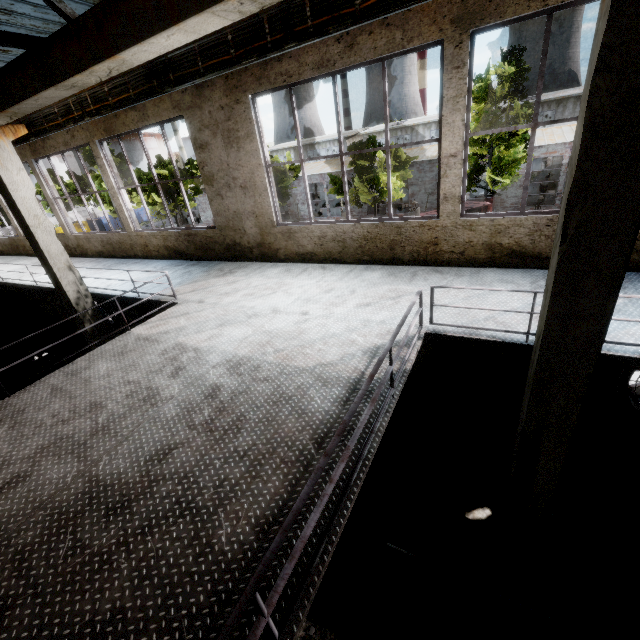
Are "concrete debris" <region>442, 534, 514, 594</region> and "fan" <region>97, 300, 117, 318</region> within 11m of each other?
no

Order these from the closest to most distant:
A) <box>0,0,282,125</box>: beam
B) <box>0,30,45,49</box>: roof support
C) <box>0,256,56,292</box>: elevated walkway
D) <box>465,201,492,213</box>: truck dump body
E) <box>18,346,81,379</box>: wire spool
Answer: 1. <box>0,0,282,125</box>: beam
2. <box>0,30,45,49</box>: roof support
3. <box>0,256,56,292</box>: elevated walkway
4. <box>18,346,81,379</box>: wire spool
5. <box>465,201,492,213</box>: truck dump body

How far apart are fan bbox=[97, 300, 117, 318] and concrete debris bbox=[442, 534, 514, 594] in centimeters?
1381cm

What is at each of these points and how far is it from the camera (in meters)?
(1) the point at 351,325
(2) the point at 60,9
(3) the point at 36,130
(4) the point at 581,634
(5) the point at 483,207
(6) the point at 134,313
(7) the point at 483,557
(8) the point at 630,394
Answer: (1) elevated walkway, 4.81
(2) roof support, 4.69
(3) wires, 10.07
(4) rail, 4.40
(5) truck dump body, 16.45
(6) power box, 11.86
(7) concrete debris, 5.27
(8) fan, 5.88

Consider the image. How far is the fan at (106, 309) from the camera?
13.2m

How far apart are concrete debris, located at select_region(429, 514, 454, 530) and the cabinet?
1.4m

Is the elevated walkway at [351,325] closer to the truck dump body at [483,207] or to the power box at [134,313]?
the power box at [134,313]

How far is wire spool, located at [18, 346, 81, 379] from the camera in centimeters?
1167cm
